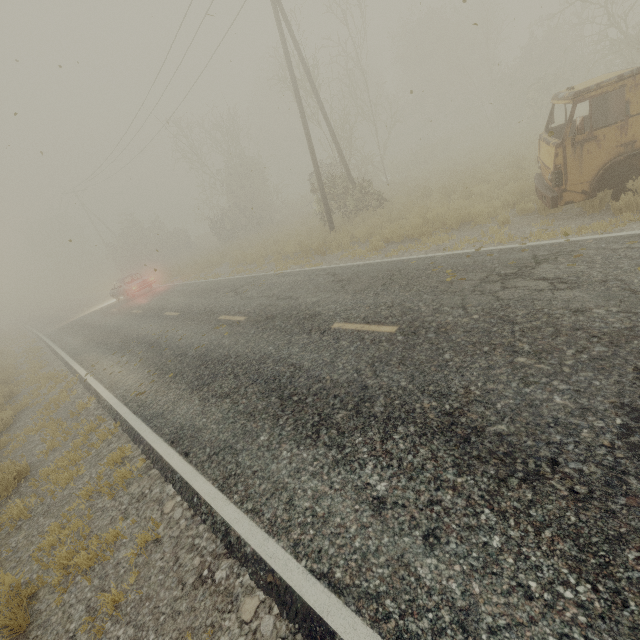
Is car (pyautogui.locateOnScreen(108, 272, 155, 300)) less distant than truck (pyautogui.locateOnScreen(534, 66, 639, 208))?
No

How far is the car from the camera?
21.3m

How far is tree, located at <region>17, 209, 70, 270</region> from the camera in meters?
57.5 m

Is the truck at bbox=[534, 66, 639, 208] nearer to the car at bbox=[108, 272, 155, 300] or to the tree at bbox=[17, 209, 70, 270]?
the car at bbox=[108, 272, 155, 300]

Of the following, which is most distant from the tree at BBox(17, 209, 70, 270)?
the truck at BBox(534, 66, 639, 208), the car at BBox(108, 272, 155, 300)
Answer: the truck at BBox(534, 66, 639, 208)

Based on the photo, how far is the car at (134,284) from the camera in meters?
21.3 m

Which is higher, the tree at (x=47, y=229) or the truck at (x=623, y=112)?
the tree at (x=47, y=229)

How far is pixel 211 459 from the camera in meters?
4.6 m
